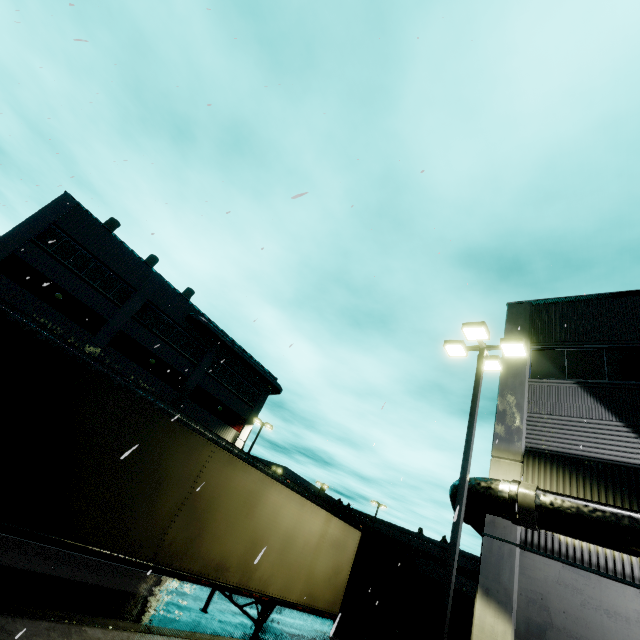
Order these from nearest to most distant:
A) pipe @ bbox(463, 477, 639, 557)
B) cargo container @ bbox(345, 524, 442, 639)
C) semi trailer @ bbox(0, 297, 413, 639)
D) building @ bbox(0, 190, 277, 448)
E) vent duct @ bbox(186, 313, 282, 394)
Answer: semi trailer @ bbox(0, 297, 413, 639) → pipe @ bbox(463, 477, 639, 557) → cargo container @ bbox(345, 524, 442, 639) → building @ bbox(0, 190, 277, 448) → vent duct @ bbox(186, 313, 282, 394)

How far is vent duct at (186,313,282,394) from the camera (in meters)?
29.18

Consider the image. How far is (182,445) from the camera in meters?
7.3

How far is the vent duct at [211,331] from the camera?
29.2 meters

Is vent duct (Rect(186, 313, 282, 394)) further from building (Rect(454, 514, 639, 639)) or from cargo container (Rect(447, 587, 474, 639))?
cargo container (Rect(447, 587, 474, 639))

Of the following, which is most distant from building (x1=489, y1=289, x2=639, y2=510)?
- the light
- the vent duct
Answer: the light

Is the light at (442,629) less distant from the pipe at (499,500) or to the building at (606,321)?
the building at (606,321)
